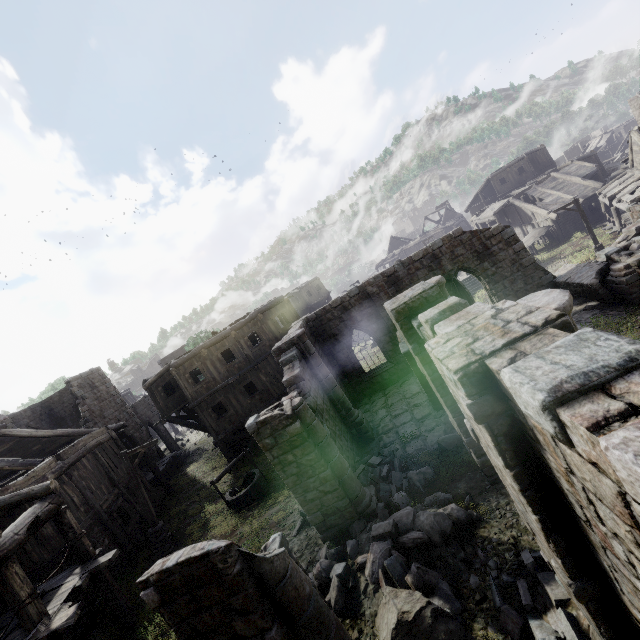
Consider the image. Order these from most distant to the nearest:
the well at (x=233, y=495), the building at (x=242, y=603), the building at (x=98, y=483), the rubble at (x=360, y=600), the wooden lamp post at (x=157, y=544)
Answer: the well at (x=233, y=495)
the wooden lamp post at (x=157, y=544)
the rubble at (x=360, y=600)
the building at (x=242, y=603)
the building at (x=98, y=483)

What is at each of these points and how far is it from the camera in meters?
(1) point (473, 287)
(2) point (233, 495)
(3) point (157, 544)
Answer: (1) stairs, 31.7 m
(2) well, 16.2 m
(3) wooden lamp post, 13.8 m

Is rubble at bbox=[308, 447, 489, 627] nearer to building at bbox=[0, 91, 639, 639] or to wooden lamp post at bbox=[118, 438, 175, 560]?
building at bbox=[0, 91, 639, 639]

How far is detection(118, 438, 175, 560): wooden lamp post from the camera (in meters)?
13.77

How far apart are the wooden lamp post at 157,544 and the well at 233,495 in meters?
2.4

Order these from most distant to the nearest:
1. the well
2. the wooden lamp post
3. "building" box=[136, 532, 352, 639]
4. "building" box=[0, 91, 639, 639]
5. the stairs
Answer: the stairs, the well, the wooden lamp post, "building" box=[136, 532, 352, 639], "building" box=[0, 91, 639, 639]

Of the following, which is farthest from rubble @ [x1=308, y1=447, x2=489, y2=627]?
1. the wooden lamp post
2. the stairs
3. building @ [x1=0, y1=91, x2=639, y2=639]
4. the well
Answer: the stairs

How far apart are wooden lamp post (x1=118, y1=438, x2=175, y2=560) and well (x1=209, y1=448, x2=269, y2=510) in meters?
2.4 m
